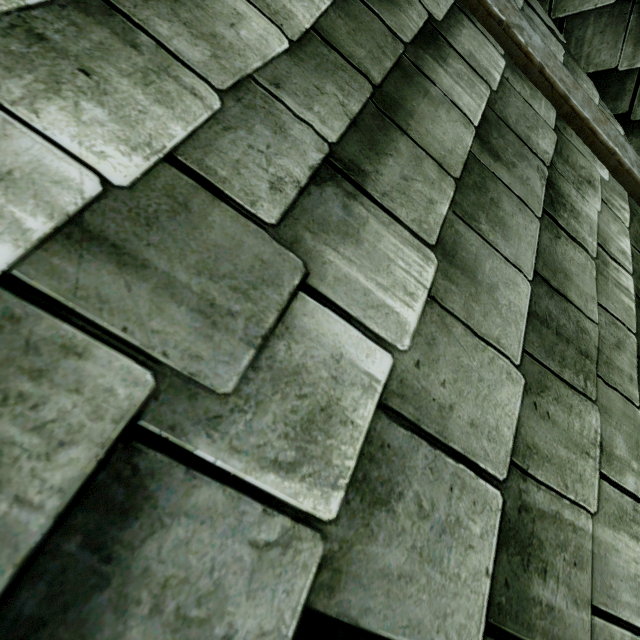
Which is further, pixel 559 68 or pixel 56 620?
pixel 559 68
